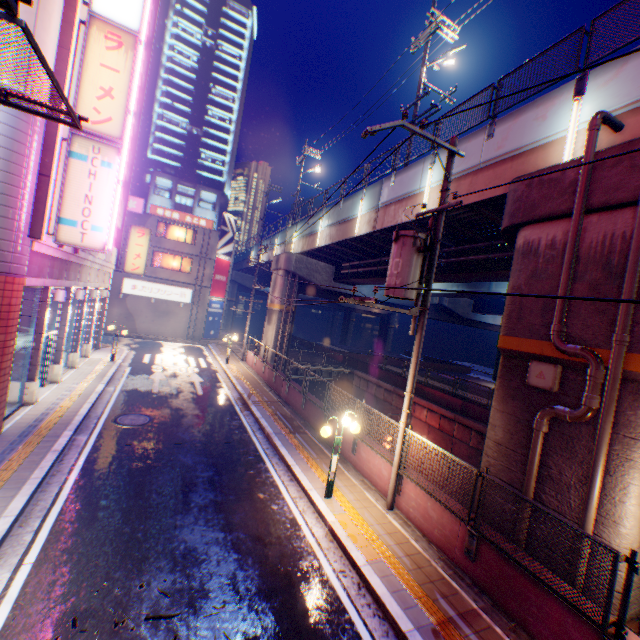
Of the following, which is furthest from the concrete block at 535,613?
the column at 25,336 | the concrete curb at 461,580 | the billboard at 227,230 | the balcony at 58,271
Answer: the billboard at 227,230

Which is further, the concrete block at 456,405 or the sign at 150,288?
the sign at 150,288

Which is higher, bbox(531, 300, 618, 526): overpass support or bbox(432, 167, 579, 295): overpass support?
bbox(432, 167, 579, 295): overpass support

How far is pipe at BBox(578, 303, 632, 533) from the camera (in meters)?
5.85

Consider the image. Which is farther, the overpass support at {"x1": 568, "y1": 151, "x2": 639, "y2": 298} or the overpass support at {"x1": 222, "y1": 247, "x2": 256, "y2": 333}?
the overpass support at {"x1": 222, "y1": 247, "x2": 256, "y2": 333}

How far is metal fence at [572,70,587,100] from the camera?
7.9 meters

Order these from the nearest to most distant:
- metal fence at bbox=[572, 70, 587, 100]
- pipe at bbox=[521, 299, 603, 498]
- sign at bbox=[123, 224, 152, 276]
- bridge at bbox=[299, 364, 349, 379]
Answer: pipe at bbox=[521, 299, 603, 498]
metal fence at bbox=[572, 70, 587, 100]
sign at bbox=[123, 224, 152, 276]
bridge at bbox=[299, 364, 349, 379]

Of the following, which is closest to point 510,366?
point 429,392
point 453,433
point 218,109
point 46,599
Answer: point 46,599
